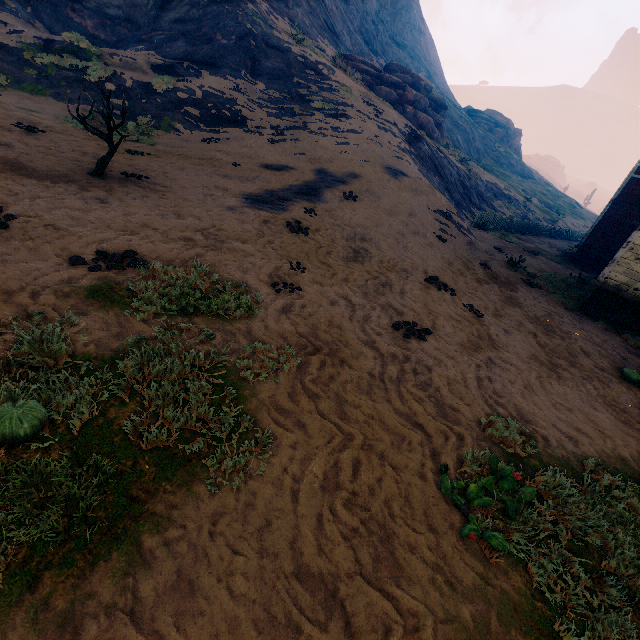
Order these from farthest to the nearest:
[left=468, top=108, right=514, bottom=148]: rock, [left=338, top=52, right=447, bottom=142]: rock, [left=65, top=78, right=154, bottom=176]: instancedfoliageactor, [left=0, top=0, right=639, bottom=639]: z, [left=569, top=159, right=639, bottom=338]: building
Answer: [left=468, top=108, right=514, bottom=148]: rock
[left=338, top=52, right=447, bottom=142]: rock
[left=569, top=159, right=639, bottom=338]: building
[left=65, top=78, right=154, bottom=176]: instancedfoliageactor
[left=0, top=0, right=639, bottom=639]: z

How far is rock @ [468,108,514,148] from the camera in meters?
57.7 m

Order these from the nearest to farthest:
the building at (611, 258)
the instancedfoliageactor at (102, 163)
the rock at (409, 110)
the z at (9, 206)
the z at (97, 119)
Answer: the z at (9, 206) → the instancedfoliageactor at (102, 163) → the building at (611, 258) → the z at (97, 119) → the rock at (409, 110)

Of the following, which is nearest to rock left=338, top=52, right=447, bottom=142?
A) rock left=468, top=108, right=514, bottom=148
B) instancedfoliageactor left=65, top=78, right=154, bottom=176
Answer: instancedfoliageactor left=65, top=78, right=154, bottom=176

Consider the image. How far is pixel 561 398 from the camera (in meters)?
5.20

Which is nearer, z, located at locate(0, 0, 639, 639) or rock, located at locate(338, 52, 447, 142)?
z, located at locate(0, 0, 639, 639)

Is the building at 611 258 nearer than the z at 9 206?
No

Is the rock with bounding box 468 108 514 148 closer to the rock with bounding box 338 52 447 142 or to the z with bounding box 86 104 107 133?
the z with bounding box 86 104 107 133
